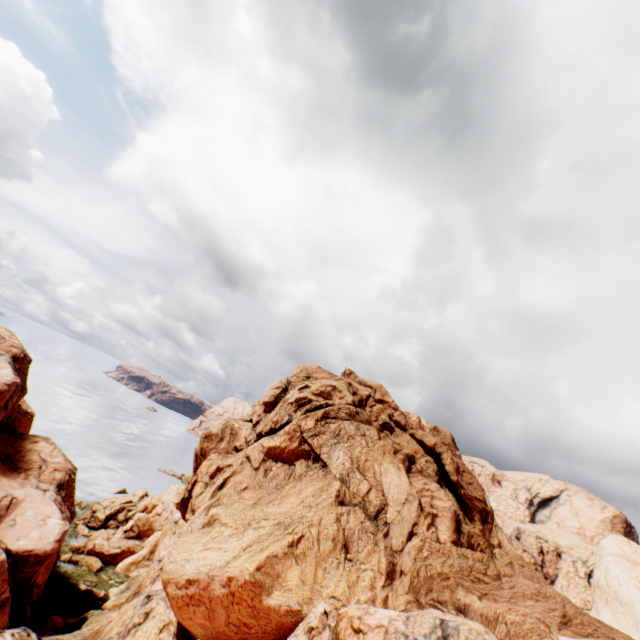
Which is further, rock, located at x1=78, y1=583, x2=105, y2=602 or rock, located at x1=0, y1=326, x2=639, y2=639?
rock, located at x1=78, y1=583, x2=105, y2=602

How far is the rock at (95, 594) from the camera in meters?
37.3

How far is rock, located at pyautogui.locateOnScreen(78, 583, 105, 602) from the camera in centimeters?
3734cm

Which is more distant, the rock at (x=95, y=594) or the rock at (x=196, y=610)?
the rock at (x=95, y=594)

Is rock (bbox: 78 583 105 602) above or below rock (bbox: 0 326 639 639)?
below

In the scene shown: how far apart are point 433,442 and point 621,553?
18.3 meters
